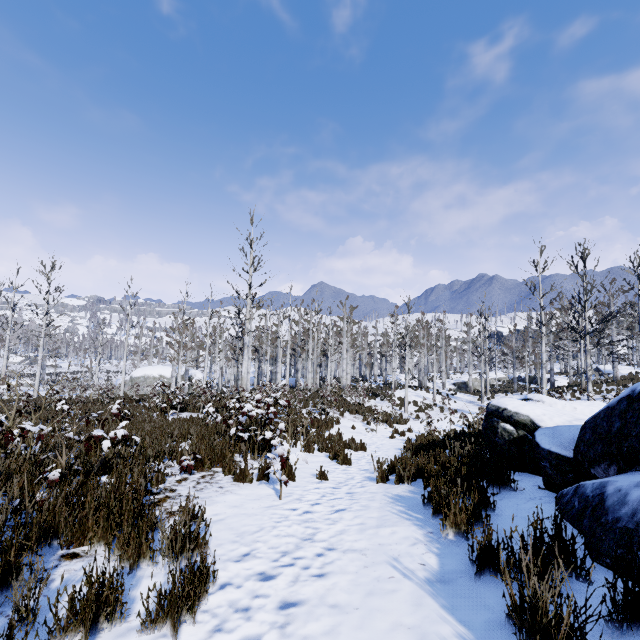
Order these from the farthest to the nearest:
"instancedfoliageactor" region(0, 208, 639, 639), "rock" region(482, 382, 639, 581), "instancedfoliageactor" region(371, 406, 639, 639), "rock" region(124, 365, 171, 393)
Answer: "rock" region(124, 365, 171, 393)
"instancedfoliageactor" region(0, 208, 639, 639)
"rock" region(482, 382, 639, 581)
"instancedfoliageactor" region(371, 406, 639, 639)

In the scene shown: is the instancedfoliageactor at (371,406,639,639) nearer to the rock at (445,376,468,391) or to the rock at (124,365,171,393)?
the rock at (124,365,171,393)

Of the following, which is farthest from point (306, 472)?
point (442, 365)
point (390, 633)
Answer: point (442, 365)

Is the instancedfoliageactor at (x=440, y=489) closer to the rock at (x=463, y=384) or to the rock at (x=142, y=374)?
the rock at (x=142, y=374)

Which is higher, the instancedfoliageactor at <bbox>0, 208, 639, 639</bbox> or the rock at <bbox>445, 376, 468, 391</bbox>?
the instancedfoliageactor at <bbox>0, 208, 639, 639</bbox>

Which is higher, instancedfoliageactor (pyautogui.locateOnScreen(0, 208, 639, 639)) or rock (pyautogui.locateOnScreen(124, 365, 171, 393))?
instancedfoliageactor (pyautogui.locateOnScreen(0, 208, 639, 639))

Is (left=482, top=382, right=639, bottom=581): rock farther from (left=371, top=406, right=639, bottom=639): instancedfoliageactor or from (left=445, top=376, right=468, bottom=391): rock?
(left=445, top=376, right=468, bottom=391): rock

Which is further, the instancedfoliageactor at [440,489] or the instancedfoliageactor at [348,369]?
the instancedfoliageactor at [348,369]
